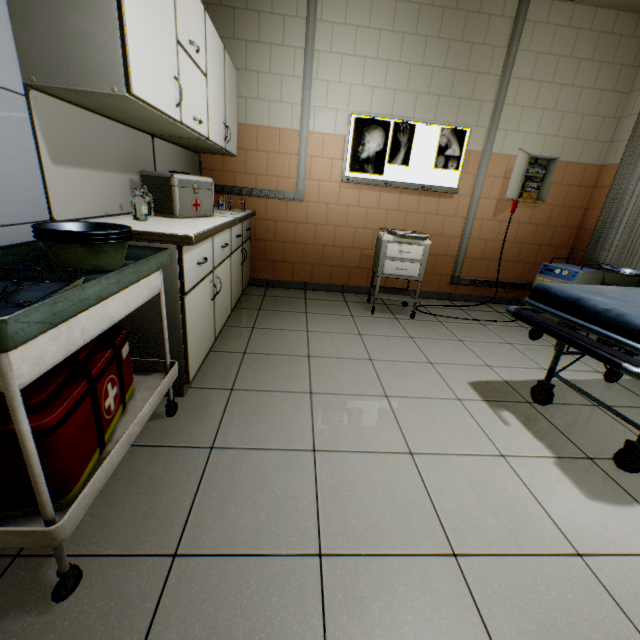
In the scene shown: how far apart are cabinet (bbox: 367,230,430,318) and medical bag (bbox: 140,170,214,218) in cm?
167

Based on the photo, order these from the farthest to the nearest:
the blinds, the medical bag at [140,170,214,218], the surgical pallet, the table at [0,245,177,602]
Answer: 1. the blinds
2. the surgical pallet
3. the medical bag at [140,170,214,218]
4. the table at [0,245,177,602]

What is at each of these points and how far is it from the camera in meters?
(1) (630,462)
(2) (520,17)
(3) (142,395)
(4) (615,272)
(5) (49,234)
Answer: (1) emergency stretcher, 1.6
(2) cable duct, 3.3
(3) table, 1.5
(4) surgical pallet, 2.9
(5) tray, 1.1

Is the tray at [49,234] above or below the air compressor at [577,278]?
above

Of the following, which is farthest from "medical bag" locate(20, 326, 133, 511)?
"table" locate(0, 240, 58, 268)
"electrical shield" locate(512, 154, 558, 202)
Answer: "electrical shield" locate(512, 154, 558, 202)

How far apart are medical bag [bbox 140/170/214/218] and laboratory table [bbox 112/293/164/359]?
0.2 meters

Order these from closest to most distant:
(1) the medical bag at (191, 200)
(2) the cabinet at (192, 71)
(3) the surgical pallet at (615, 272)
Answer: (2) the cabinet at (192, 71), (1) the medical bag at (191, 200), (3) the surgical pallet at (615, 272)

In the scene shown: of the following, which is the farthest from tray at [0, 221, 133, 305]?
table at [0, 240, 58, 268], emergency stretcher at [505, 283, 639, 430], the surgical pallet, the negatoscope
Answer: the surgical pallet
